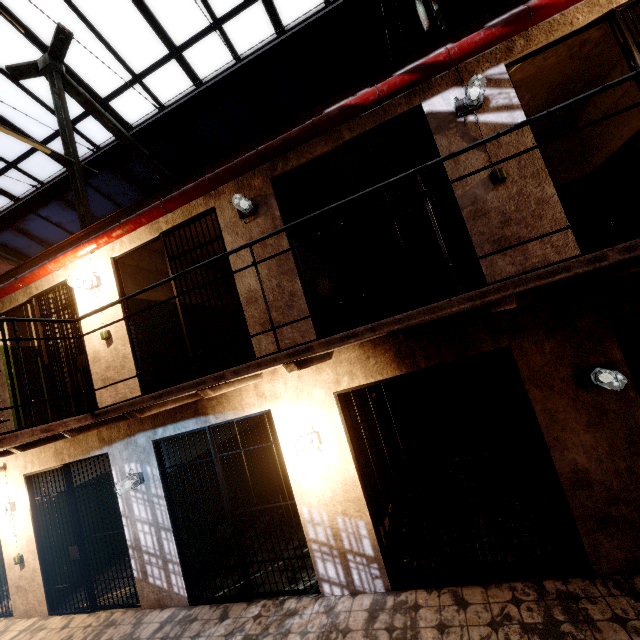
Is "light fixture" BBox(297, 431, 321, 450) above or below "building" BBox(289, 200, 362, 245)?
below

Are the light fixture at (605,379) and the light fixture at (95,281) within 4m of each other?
no

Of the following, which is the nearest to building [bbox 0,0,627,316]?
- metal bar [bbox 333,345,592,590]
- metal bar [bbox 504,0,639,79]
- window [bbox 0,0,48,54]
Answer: metal bar [bbox 504,0,639,79]

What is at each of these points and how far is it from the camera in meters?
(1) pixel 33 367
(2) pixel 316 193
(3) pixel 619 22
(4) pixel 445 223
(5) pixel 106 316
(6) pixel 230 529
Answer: (1) building, 6.5
(2) building, 6.2
(3) metal bar, 3.2
(4) metal bar, 3.7
(5) building, 5.2
(6) metal bar, 4.4

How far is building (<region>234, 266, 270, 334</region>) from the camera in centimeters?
437cm

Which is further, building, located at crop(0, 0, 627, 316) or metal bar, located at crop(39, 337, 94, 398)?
metal bar, located at crop(39, 337, 94, 398)

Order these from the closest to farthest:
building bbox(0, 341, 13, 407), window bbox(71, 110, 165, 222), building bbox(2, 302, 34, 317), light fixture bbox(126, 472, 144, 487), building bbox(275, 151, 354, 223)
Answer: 1. light fixture bbox(126, 472, 144, 487)
2. building bbox(275, 151, 354, 223)
3. building bbox(0, 341, 13, 407)
4. building bbox(2, 302, 34, 317)
5. window bbox(71, 110, 165, 222)

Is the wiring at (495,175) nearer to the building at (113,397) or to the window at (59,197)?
the building at (113,397)
